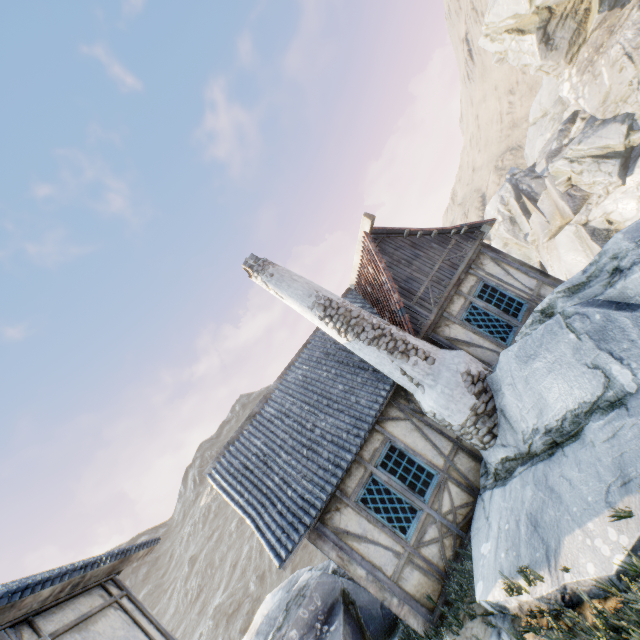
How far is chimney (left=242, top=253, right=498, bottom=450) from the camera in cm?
671

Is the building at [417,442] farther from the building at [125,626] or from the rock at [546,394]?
the building at [125,626]

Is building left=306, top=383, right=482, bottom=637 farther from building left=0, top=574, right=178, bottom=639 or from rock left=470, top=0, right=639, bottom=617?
building left=0, top=574, right=178, bottom=639

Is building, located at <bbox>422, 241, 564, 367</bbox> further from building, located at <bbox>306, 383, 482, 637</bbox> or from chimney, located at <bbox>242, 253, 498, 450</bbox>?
building, located at <bbox>306, 383, 482, 637</bbox>

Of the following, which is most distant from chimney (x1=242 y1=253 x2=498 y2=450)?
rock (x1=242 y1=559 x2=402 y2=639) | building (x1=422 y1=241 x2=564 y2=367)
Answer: rock (x1=242 y1=559 x2=402 y2=639)

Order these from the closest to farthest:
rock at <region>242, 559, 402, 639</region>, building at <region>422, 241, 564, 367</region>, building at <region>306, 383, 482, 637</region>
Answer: building at <region>306, 383, 482, 637</region>, rock at <region>242, 559, 402, 639</region>, building at <region>422, 241, 564, 367</region>

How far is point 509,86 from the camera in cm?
5153

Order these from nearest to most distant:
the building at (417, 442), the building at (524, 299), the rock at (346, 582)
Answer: the building at (417, 442), the rock at (346, 582), the building at (524, 299)
